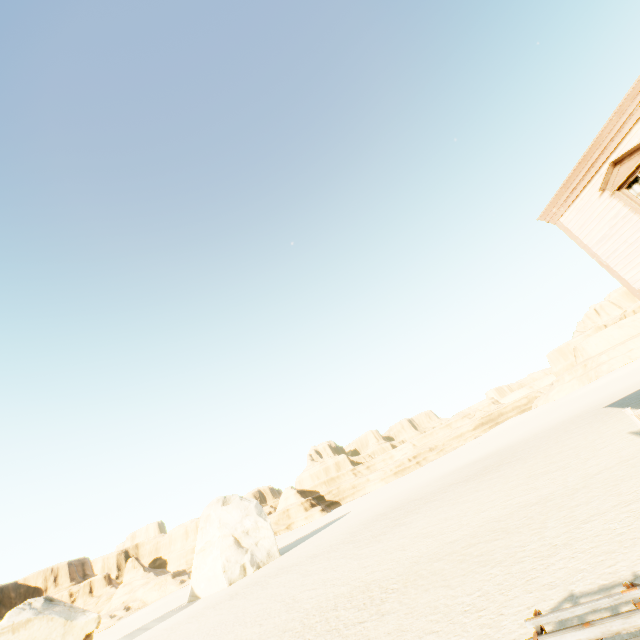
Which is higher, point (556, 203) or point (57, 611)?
point (556, 203)

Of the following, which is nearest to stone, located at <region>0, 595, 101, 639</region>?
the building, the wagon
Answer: the wagon

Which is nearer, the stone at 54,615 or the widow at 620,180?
the widow at 620,180

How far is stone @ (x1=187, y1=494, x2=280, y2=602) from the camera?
27.28m

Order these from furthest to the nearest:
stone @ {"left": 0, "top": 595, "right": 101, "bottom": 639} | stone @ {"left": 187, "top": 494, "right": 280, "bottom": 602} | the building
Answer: stone @ {"left": 187, "top": 494, "right": 280, "bottom": 602}
stone @ {"left": 0, "top": 595, "right": 101, "bottom": 639}
the building

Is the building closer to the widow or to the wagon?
the widow

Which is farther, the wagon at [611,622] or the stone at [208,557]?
the stone at [208,557]
